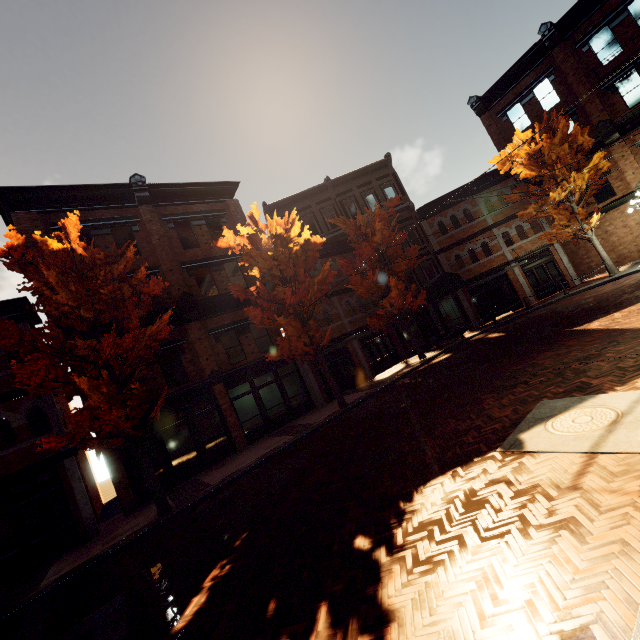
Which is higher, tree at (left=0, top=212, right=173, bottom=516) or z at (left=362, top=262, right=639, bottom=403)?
tree at (left=0, top=212, right=173, bottom=516)

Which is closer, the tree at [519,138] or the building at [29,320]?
the building at [29,320]

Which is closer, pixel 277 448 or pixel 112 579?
pixel 112 579

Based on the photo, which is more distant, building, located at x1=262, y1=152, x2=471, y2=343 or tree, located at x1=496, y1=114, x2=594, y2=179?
building, located at x1=262, y1=152, x2=471, y2=343

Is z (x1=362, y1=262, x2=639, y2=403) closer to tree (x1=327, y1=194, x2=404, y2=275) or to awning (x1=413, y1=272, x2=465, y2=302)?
awning (x1=413, y1=272, x2=465, y2=302)

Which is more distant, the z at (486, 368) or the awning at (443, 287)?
the awning at (443, 287)

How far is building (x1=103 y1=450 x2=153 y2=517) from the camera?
13.0 meters
